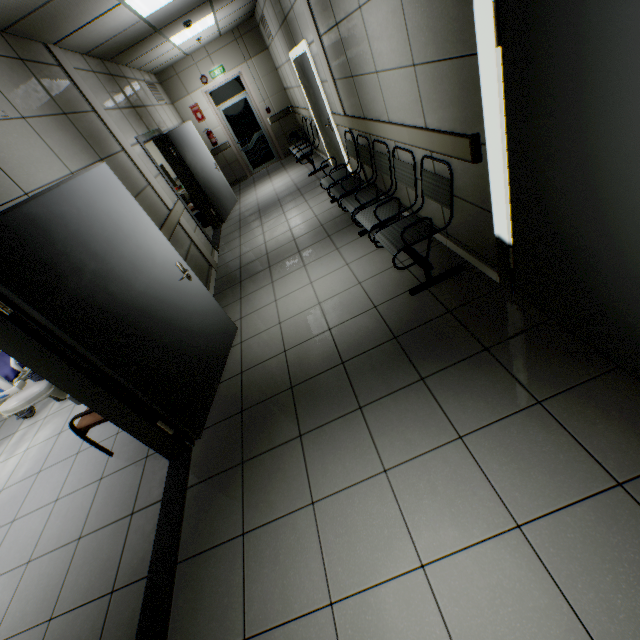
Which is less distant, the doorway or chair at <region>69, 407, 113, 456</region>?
the doorway

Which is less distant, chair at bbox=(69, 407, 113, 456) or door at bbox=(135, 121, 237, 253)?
chair at bbox=(69, 407, 113, 456)

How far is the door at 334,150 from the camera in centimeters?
537cm

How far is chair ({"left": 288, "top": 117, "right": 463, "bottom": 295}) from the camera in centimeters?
279cm

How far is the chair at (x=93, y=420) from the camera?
2.74m

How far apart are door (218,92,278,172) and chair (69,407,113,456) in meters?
Answer: 9.4 m

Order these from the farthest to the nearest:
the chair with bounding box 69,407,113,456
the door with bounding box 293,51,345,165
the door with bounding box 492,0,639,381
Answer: the door with bounding box 293,51,345,165 → the chair with bounding box 69,407,113,456 → the door with bounding box 492,0,639,381

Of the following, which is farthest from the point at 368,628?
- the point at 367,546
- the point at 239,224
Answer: the point at 239,224
